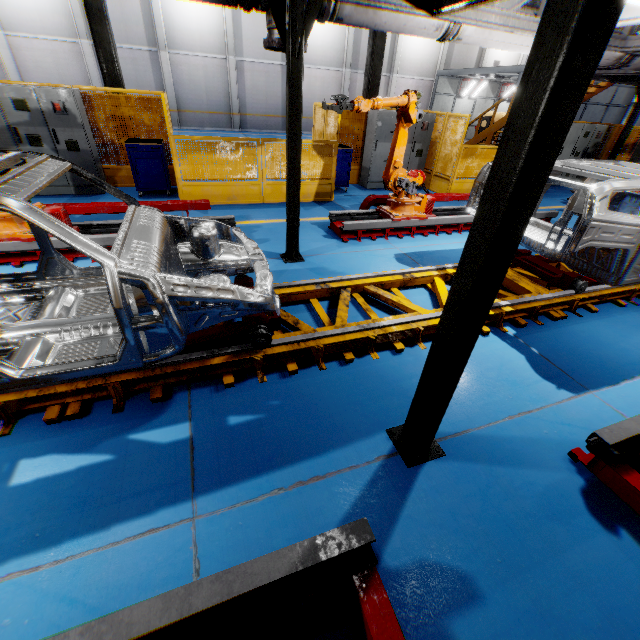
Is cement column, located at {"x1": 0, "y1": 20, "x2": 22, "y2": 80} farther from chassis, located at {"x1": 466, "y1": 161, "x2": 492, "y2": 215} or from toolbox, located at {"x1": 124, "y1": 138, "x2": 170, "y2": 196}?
chassis, located at {"x1": 466, "y1": 161, "x2": 492, "y2": 215}

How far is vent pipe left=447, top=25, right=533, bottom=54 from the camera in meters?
4.8

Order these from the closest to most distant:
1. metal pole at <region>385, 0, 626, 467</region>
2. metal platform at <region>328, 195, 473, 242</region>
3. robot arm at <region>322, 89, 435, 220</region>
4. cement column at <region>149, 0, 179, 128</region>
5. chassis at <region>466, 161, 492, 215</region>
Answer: metal pole at <region>385, 0, 626, 467</region> → chassis at <region>466, 161, 492, 215</region> → robot arm at <region>322, 89, 435, 220</region> → metal platform at <region>328, 195, 473, 242</region> → cement column at <region>149, 0, 179, 128</region>

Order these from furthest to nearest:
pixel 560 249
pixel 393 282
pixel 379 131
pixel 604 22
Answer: pixel 379 131 → pixel 393 282 → pixel 560 249 → pixel 604 22

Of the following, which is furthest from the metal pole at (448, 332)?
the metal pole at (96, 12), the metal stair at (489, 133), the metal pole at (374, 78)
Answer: the metal stair at (489, 133)

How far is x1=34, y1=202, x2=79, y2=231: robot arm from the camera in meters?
4.8

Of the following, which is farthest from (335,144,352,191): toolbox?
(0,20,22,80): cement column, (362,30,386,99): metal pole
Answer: (0,20,22,80): cement column

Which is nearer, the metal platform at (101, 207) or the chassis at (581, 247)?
the chassis at (581, 247)
